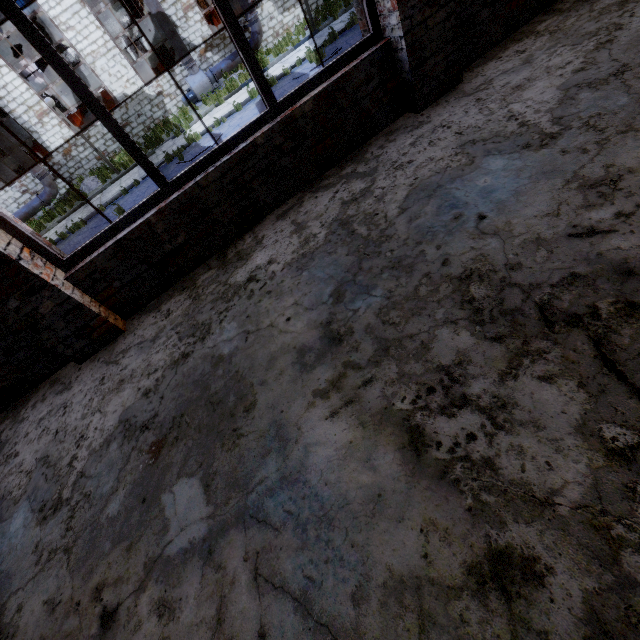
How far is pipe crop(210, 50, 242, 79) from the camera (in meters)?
16.88

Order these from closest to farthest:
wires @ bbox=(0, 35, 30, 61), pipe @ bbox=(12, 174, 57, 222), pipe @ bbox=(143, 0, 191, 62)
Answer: pipe @ bbox=(143, 0, 191, 62) → pipe @ bbox=(12, 174, 57, 222) → wires @ bbox=(0, 35, 30, 61)

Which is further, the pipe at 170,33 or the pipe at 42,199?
the pipe at 42,199

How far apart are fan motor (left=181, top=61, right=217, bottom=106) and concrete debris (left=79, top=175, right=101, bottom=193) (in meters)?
5.72

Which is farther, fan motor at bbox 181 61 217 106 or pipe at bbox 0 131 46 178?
fan motor at bbox 181 61 217 106

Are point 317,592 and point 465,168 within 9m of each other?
yes

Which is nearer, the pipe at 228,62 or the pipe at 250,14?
the pipe at 250,14
